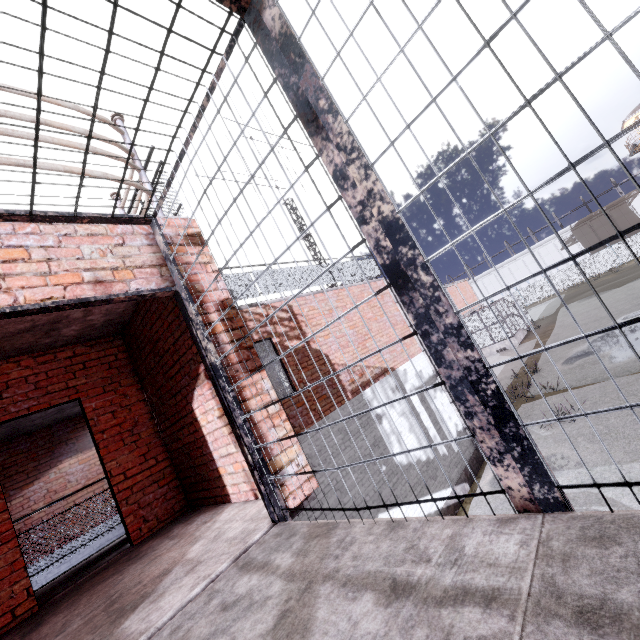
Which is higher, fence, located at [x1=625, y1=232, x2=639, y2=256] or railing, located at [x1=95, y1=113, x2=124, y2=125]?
railing, located at [x1=95, y1=113, x2=124, y2=125]

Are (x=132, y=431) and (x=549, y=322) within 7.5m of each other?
no

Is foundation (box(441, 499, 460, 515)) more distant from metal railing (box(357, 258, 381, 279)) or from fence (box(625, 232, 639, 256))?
metal railing (box(357, 258, 381, 279))

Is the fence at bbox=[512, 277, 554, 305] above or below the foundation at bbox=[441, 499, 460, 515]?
above

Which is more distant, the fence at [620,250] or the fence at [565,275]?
the fence at [565,275]

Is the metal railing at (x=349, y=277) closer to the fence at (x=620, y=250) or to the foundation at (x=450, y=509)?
the fence at (x=620, y=250)

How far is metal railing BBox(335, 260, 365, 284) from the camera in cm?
1050
